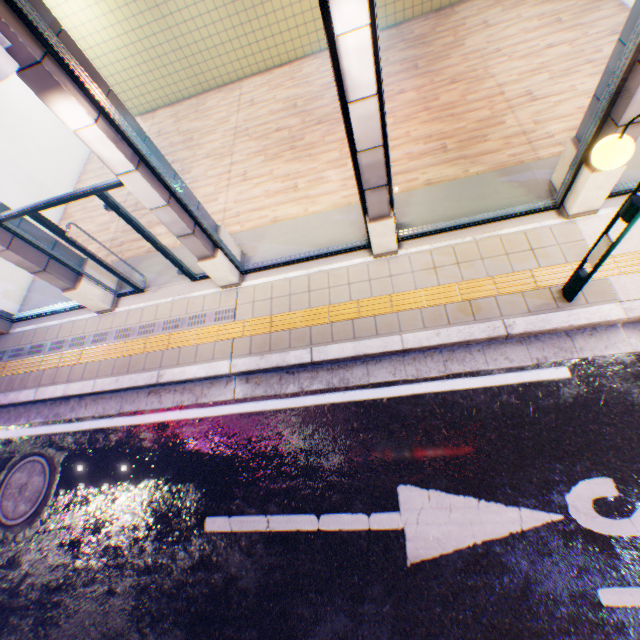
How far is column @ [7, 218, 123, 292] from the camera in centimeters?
522cm

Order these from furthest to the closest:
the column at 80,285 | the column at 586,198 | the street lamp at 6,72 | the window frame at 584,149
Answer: the column at 80,285 < the column at 586,198 < the window frame at 584,149 < the street lamp at 6,72

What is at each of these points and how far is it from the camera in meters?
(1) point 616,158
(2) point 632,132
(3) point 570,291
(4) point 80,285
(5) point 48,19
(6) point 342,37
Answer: (1) street lamp, 2.7
(2) column, 3.7
(3) street lamp, 4.1
(4) column, 6.0
(5) column, 3.0
(6) column, 2.8

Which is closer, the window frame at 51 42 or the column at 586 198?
the window frame at 51 42

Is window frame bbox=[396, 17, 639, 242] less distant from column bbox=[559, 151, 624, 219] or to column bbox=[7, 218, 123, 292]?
column bbox=[559, 151, 624, 219]

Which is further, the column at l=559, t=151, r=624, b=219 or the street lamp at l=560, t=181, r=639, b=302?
the column at l=559, t=151, r=624, b=219

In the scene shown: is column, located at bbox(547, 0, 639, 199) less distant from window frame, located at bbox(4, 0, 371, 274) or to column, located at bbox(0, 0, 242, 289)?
window frame, located at bbox(4, 0, 371, 274)

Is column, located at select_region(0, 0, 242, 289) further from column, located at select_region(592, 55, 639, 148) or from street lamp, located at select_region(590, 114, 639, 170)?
column, located at select_region(592, 55, 639, 148)
